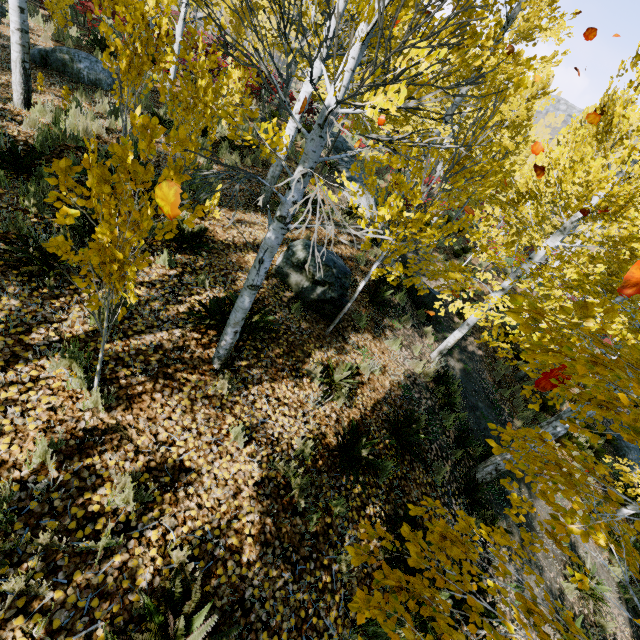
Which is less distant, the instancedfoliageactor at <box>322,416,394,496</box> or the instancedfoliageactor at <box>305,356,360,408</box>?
the instancedfoliageactor at <box>322,416,394,496</box>

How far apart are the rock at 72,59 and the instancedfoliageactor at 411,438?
11.4 meters

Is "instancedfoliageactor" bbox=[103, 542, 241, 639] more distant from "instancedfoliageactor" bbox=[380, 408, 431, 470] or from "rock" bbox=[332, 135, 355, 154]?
"rock" bbox=[332, 135, 355, 154]

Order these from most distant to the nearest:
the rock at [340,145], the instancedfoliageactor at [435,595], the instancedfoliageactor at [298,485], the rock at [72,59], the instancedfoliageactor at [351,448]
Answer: the rock at [340,145], the rock at [72,59], the instancedfoliageactor at [351,448], the instancedfoliageactor at [298,485], the instancedfoliageactor at [435,595]

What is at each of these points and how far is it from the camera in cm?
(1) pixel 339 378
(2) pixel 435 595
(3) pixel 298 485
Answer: (1) instancedfoliageactor, 507
(2) instancedfoliageactor, 165
(3) instancedfoliageactor, 362

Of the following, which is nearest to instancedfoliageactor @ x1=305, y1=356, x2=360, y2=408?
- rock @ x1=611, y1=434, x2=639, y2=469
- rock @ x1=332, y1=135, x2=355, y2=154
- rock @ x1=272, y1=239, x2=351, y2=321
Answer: rock @ x1=611, y1=434, x2=639, y2=469

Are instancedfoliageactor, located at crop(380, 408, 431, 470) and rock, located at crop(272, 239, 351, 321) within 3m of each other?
yes

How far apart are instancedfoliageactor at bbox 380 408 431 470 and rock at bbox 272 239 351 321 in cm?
198
